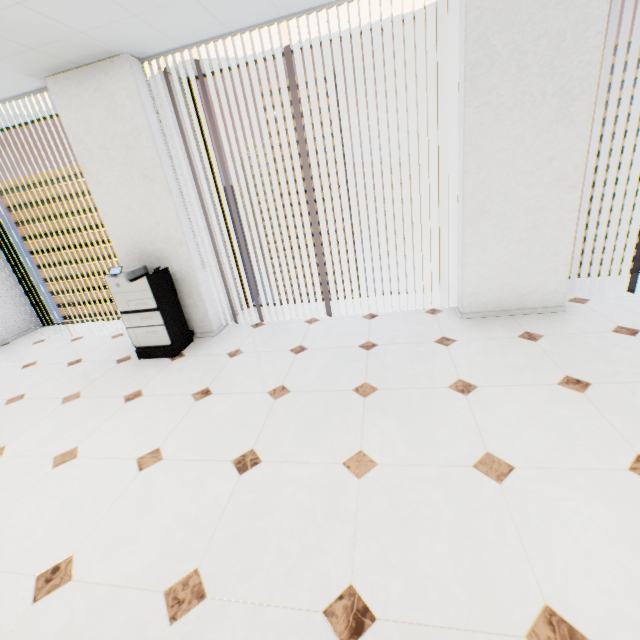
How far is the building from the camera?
58.7m

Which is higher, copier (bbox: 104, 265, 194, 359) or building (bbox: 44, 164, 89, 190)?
building (bbox: 44, 164, 89, 190)

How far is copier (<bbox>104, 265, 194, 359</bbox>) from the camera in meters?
3.5

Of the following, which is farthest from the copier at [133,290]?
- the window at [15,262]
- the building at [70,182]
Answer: the building at [70,182]

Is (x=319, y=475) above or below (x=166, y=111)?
below

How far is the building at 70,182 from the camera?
58.72m

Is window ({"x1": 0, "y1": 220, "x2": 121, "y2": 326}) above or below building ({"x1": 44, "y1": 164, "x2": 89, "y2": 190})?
below

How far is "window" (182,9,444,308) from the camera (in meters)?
3.38
